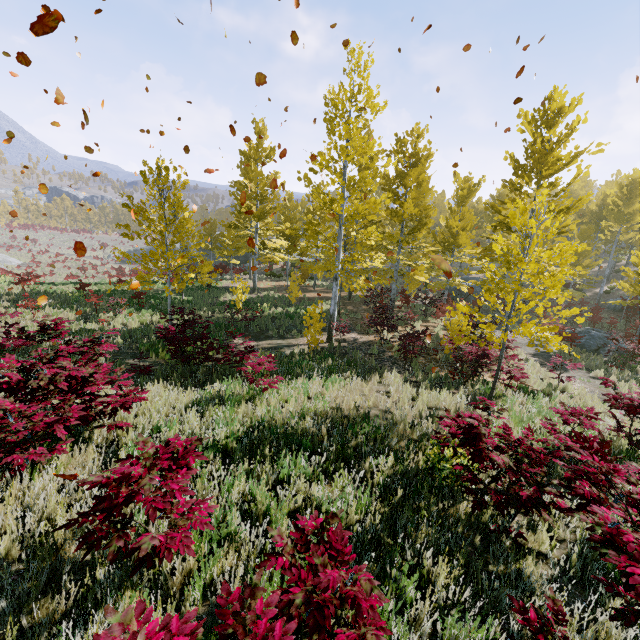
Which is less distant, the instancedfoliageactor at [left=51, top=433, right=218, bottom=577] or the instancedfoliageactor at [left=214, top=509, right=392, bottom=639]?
the instancedfoliageactor at [left=214, top=509, right=392, bottom=639]

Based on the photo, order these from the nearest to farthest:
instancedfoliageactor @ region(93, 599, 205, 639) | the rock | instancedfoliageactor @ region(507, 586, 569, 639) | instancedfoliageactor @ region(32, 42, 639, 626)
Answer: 1. instancedfoliageactor @ region(93, 599, 205, 639)
2. instancedfoliageactor @ region(507, 586, 569, 639)
3. instancedfoliageactor @ region(32, 42, 639, 626)
4. the rock

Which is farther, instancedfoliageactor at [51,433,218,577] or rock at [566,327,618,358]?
rock at [566,327,618,358]

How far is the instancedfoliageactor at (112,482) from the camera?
2.3 meters

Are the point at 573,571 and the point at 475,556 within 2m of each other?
yes

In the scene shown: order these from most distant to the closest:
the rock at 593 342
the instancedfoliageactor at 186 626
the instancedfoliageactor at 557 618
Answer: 1. the rock at 593 342
2. the instancedfoliageactor at 557 618
3. the instancedfoliageactor at 186 626

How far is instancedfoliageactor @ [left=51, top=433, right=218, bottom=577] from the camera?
2.3m

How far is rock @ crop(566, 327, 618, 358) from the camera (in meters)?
15.64
